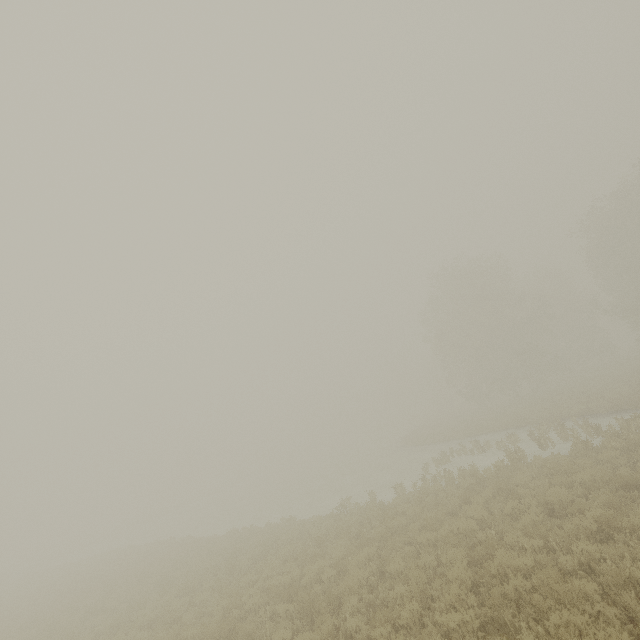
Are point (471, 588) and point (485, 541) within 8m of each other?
yes
